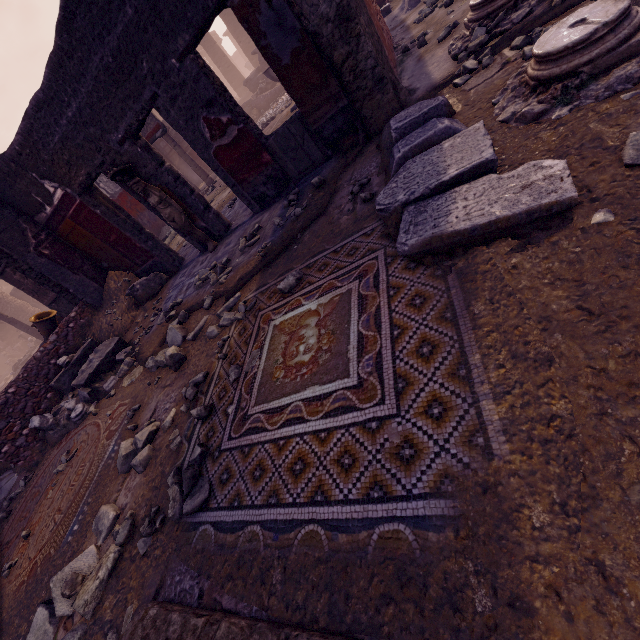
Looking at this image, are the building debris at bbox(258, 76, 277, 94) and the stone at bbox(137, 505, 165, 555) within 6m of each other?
no

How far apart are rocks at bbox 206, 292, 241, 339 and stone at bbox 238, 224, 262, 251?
0.8 meters

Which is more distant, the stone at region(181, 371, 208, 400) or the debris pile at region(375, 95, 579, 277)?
the stone at region(181, 371, 208, 400)

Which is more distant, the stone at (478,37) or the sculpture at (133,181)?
the sculpture at (133,181)

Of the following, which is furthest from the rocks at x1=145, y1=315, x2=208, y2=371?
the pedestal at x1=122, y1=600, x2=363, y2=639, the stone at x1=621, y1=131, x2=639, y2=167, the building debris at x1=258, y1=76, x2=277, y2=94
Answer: the building debris at x1=258, y1=76, x2=277, y2=94

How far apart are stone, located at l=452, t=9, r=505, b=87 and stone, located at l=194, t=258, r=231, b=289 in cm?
320

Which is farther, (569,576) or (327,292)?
(327,292)

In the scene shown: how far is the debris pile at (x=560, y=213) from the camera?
1.53m
